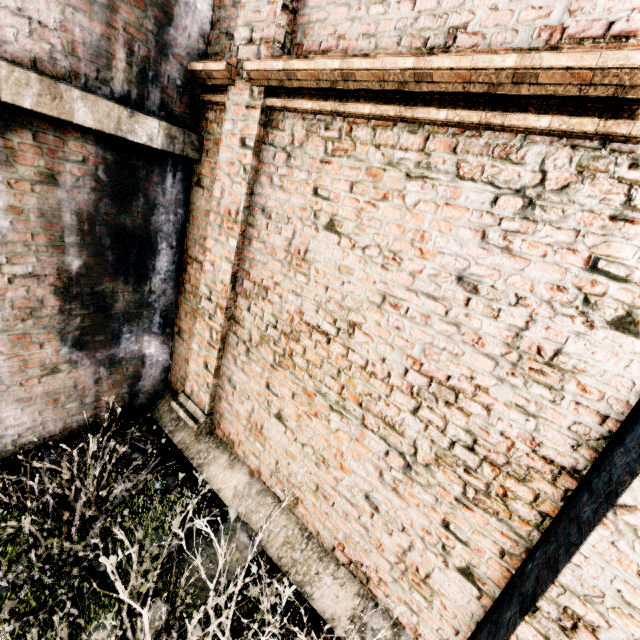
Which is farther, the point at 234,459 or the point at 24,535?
the point at 234,459

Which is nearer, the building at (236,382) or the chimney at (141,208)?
the building at (236,382)

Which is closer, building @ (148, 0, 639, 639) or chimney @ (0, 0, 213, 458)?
building @ (148, 0, 639, 639)
